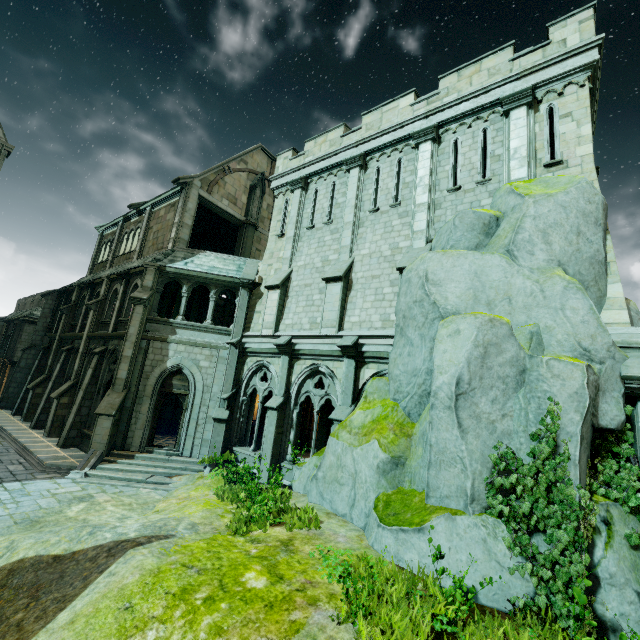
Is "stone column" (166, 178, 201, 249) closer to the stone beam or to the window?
the stone beam

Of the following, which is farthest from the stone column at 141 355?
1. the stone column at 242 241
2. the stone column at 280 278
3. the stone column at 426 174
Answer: the stone column at 426 174

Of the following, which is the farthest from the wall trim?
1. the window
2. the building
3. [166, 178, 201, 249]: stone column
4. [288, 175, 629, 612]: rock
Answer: the building

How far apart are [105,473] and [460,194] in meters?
16.8 m

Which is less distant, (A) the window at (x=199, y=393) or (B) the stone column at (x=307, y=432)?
(A) the window at (x=199, y=393)

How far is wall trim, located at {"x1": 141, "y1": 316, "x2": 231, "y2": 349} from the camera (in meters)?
15.31

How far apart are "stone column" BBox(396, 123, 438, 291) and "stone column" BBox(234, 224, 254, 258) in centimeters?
1169cm

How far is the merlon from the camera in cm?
2141
